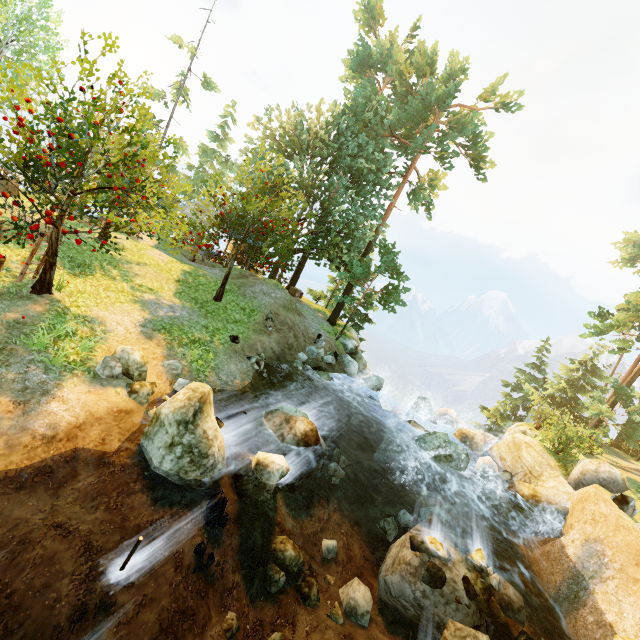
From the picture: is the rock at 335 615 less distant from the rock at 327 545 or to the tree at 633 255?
the rock at 327 545

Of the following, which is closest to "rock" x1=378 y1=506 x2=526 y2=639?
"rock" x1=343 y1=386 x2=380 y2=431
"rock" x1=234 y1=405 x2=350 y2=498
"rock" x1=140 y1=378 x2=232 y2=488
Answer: "rock" x1=343 y1=386 x2=380 y2=431

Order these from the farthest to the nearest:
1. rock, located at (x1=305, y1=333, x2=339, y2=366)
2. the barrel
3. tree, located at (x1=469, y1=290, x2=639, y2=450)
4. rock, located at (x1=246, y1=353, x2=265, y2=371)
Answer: tree, located at (x1=469, y1=290, x2=639, y2=450), rock, located at (x1=305, y1=333, x2=339, y2=366), the barrel, rock, located at (x1=246, y1=353, x2=265, y2=371)

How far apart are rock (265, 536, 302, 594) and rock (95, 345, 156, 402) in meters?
4.8 m

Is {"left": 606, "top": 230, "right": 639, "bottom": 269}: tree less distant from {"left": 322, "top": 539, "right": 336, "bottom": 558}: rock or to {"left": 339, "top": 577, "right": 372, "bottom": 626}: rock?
{"left": 322, "top": 539, "right": 336, "bottom": 558}: rock

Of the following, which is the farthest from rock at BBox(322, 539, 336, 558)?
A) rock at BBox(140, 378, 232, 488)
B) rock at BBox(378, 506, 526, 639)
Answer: rock at BBox(140, 378, 232, 488)

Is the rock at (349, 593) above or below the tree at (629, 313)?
below

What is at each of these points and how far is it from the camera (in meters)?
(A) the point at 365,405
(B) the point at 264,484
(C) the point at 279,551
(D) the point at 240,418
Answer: (A) rock, 18.28
(B) rock, 8.06
(C) rock, 8.14
(D) rock, 10.40
